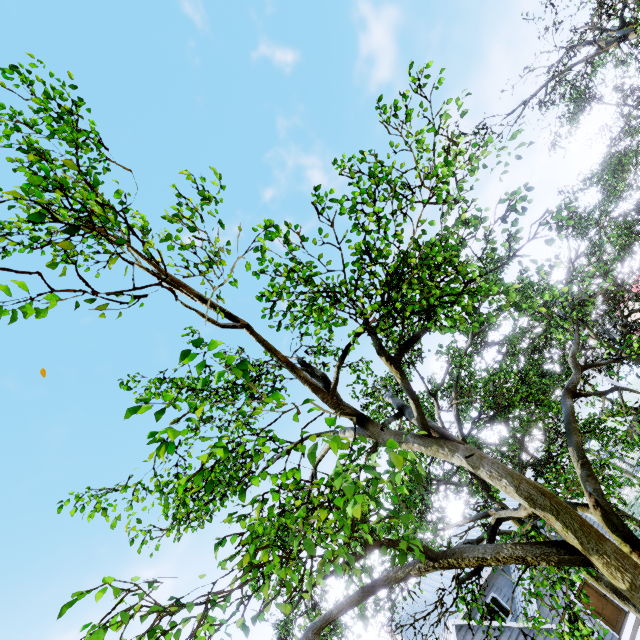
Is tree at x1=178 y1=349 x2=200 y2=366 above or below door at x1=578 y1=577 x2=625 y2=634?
above

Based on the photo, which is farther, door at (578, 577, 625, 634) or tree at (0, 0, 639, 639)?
door at (578, 577, 625, 634)

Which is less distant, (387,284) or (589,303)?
(387,284)

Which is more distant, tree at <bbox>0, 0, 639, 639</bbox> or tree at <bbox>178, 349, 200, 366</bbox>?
tree at <bbox>0, 0, 639, 639</bbox>

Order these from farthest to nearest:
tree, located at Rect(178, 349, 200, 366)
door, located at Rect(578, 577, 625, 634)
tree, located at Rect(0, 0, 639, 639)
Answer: door, located at Rect(578, 577, 625, 634) < tree, located at Rect(0, 0, 639, 639) < tree, located at Rect(178, 349, 200, 366)

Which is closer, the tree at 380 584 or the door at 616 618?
the tree at 380 584
